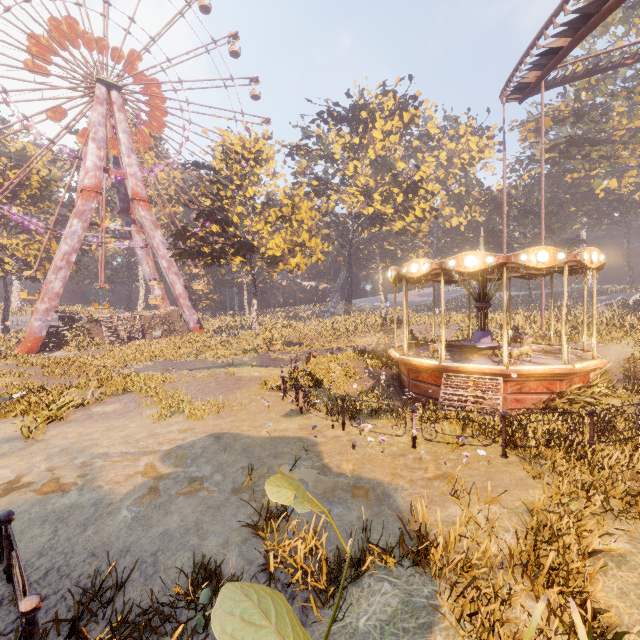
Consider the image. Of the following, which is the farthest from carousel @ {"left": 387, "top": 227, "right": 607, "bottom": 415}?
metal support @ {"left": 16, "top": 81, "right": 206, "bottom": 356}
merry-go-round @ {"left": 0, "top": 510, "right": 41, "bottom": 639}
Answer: metal support @ {"left": 16, "top": 81, "right": 206, "bottom": 356}

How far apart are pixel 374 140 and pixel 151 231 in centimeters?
2866cm

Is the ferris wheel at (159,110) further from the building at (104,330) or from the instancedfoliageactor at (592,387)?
the instancedfoliageactor at (592,387)

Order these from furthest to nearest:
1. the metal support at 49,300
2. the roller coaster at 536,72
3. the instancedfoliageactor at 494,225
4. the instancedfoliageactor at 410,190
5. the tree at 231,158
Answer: the instancedfoliageactor at 494,225, the metal support at 49,300, the tree at 231,158, the instancedfoliageactor at 410,190, the roller coaster at 536,72

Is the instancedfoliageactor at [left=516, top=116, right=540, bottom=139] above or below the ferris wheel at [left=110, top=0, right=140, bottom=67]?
below

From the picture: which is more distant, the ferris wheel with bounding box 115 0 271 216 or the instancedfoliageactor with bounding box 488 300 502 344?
the ferris wheel with bounding box 115 0 271 216

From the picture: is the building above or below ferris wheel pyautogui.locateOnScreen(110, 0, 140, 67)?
below

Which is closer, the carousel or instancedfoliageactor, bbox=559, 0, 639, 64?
the carousel
